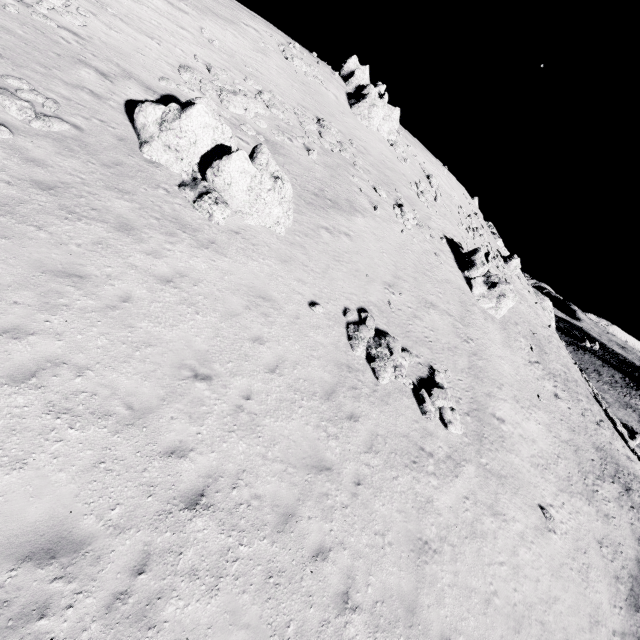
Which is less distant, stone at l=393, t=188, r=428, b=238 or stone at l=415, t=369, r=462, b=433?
stone at l=415, t=369, r=462, b=433

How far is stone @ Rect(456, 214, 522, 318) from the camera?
28.2 meters

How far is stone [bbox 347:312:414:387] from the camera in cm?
1323

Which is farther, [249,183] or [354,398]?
[249,183]

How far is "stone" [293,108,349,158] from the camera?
23.6m

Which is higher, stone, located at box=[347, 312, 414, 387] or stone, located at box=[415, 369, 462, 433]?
stone, located at box=[347, 312, 414, 387]

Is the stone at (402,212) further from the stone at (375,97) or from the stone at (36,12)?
the stone at (36,12)

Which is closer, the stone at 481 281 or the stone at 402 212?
the stone at 402 212
